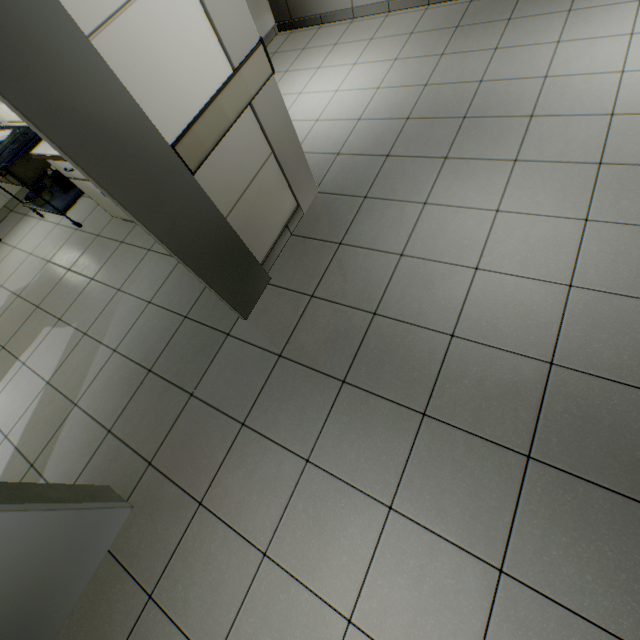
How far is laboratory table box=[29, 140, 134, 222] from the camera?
2.8 meters

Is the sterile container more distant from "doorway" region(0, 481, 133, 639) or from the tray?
"doorway" region(0, 481, 133, 639)

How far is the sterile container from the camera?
3.8m

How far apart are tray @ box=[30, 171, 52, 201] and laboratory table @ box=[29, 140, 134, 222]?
1.03m

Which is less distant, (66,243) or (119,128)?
(119,128)

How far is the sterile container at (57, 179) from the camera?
3.8m

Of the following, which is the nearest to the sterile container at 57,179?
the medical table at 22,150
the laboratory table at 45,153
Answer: the medical table at 22,150

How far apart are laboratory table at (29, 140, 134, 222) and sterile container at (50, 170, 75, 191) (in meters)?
0.79
